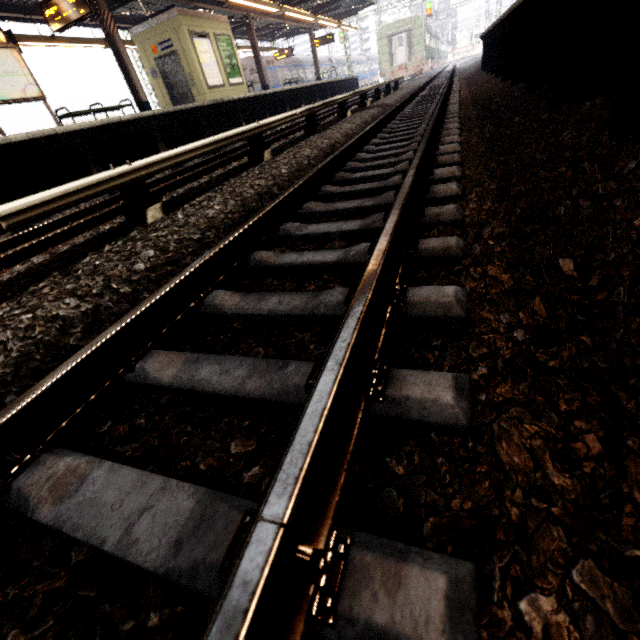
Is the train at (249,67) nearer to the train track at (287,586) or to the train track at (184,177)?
the train track at (184,177)

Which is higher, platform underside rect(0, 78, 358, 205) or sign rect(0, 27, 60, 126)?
sign rect(0, 27, 60, 126)

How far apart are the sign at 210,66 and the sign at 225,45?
0.3m

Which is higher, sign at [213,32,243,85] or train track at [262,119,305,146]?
sign at [213,32,243,85]

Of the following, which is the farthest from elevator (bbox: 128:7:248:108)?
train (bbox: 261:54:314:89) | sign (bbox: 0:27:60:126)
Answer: train (bbox: 261:54:314:89)

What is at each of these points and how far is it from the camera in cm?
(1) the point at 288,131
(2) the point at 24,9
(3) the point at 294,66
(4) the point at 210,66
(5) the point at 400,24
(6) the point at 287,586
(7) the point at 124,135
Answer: (1) train track, 880
(2) awning structure, 1172
(3) train, 2927
(4) sign, 1292
(5) train, 2820
(6) train track, 62
(7) platform underside, 755

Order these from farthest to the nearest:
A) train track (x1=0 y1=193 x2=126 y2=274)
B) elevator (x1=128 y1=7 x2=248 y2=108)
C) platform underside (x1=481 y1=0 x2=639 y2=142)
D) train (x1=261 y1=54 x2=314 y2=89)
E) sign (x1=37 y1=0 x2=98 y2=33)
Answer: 1. train (x1=261 y1=54 x2=314 y2=89)
2. elevator (x1=128 y1=7 x2=248 y2=108)
3. sign (x1=37 y1=0 x2=98 y2=33)
4. train track (x1=0 y1=193 x2=126 y2=274)
5. platform underside (x1=481 y1=0 x2=639 y2=142)

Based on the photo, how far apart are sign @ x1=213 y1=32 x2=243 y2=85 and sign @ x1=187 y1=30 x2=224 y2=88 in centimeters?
30cm
